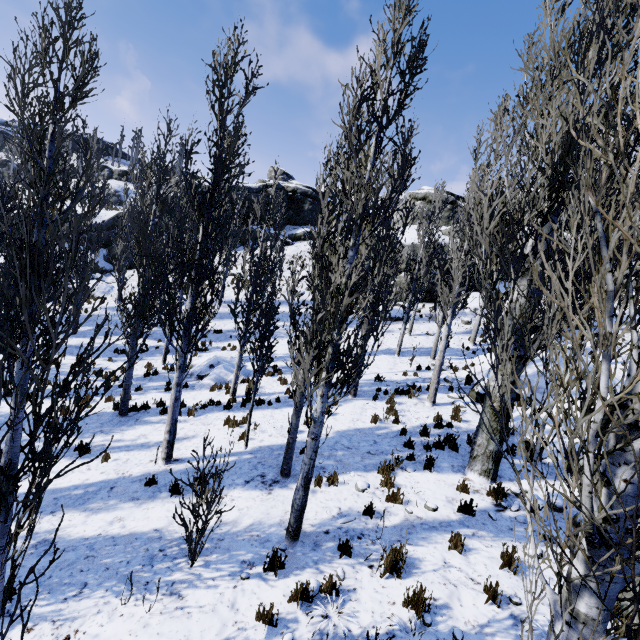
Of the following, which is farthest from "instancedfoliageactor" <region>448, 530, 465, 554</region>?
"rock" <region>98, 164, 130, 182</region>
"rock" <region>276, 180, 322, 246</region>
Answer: "rock" <region>98, 164, 130, 182</region>

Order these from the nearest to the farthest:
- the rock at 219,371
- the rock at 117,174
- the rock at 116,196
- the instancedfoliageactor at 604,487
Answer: the instancedfoliageactor at 604,487, the rock at 219,371, the rock at 116,196, the rock at 117,174

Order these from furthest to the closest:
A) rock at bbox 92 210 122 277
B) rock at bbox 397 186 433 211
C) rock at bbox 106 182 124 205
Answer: rock at bbox 106 182 124 205, rock at bbox 397 186 433 211, rock at bbox 92 210 122 277

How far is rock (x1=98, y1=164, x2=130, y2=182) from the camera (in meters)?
56.75

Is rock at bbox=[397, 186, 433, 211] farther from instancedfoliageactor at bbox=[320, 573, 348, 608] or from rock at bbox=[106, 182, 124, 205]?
rock at bbox=[106, 182, 124, 205]

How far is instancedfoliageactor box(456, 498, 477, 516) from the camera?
6.4 meters

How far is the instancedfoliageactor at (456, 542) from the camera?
5.5 meters

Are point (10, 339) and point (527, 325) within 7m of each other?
no
